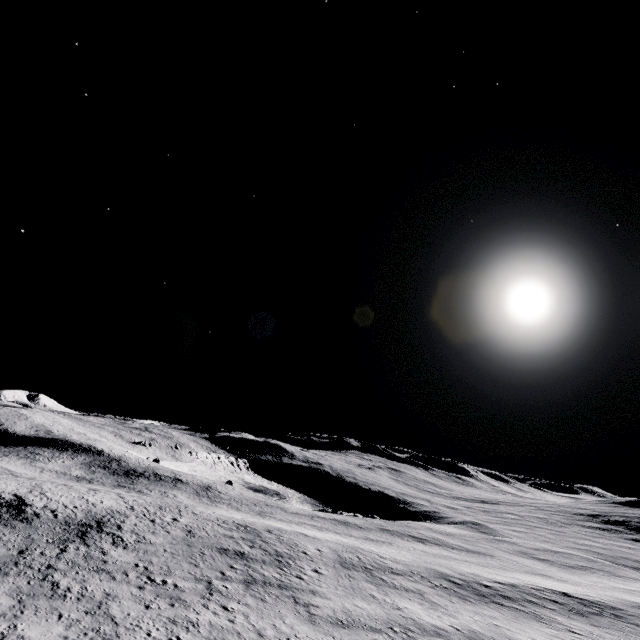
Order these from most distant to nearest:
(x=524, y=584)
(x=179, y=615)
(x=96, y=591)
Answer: (x=524, y=584) → (x=96, y=591) → (x=179, y=615)
